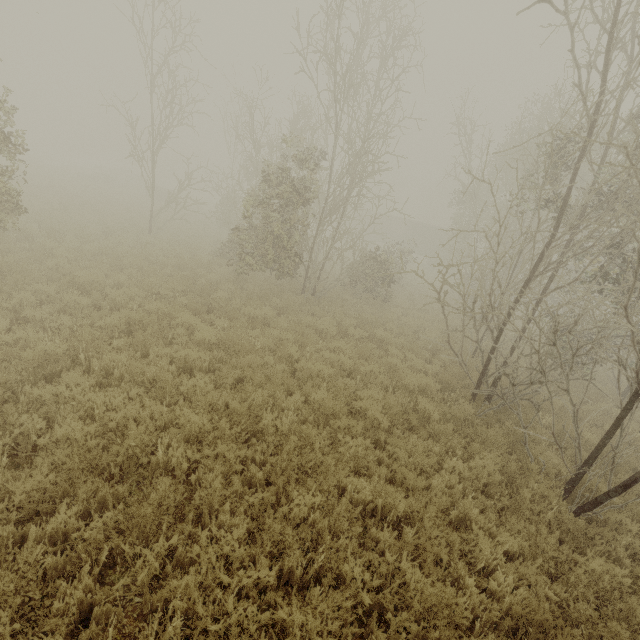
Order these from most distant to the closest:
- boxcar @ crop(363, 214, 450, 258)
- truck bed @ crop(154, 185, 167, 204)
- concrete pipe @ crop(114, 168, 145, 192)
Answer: boxcar @ crop(363, 214, 450, 258), concrete pipe @ crop(114, 168, 145, 192), truck bed @ crop(154, 185, 167, 204)

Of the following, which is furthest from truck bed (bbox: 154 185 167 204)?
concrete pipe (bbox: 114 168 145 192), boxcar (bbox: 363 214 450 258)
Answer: boxcar (bbox: 363 214 450 258)

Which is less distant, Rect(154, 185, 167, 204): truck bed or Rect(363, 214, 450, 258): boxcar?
Rect(154, 185, 167, 204): truck bed

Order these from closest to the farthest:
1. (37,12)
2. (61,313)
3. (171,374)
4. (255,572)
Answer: (255,572) → (171,374) → (61,313) → (37,12)

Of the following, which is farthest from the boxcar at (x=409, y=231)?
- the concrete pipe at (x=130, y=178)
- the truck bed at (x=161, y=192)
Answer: the concrete pipe at (x=130, y=178)

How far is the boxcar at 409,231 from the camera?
38.34m

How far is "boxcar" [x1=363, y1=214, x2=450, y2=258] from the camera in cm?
3834

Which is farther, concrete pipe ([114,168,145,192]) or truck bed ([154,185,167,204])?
concrete pipe ([114,168,145,192])
